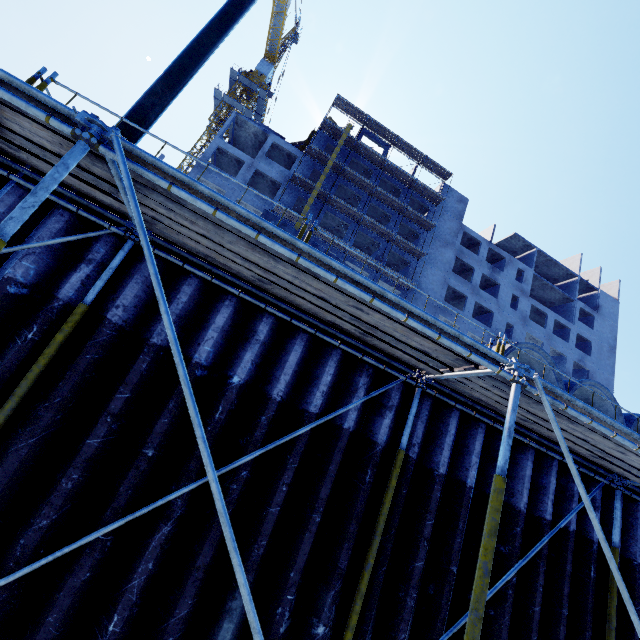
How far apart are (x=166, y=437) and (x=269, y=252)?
2.3m

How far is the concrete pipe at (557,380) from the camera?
6.20m

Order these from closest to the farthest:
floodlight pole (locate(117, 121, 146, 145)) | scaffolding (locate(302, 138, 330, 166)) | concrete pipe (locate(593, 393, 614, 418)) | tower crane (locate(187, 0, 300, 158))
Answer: floodlight pole (locate(117, 121, 146, 145)), concrete pipe (locate(593, 393, 614, 418)), scaffolding (locate(302, 138, 330, 166)), tower crane (locate(187, 0, 300, 158))

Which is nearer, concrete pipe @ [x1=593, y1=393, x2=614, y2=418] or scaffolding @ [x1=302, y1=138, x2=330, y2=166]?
concrete pipe @ [x1=593, y1=393, x2=614, y2=418]

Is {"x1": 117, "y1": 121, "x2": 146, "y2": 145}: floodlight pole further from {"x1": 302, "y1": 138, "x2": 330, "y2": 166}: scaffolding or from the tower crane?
the tower crane

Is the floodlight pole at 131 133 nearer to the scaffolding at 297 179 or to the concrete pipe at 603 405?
the scaffolding at 297 179

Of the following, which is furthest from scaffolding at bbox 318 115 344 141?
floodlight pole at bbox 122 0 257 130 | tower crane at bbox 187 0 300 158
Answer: tower crane at bbox 187 0 300 158

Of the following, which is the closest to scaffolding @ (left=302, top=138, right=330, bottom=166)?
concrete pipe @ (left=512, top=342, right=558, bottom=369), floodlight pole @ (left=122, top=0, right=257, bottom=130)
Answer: floodlight pole @ (left=122, top=0, right=257, bottom=130)
